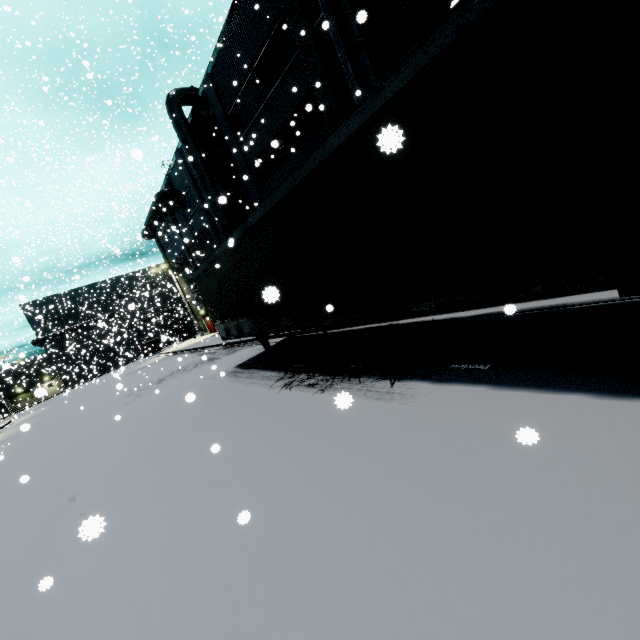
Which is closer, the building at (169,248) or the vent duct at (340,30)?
the vent duct at (340,30)

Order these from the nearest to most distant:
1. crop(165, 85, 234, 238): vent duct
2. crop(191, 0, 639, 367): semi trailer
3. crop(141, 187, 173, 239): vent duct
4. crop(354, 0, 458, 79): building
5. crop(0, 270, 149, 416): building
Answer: crop(191, 0, 639, 367): semi trailer
crop(354, 0, 458, 79): building
crop(165, 85, 234, 238): vent duct
crop(141, 187, 173, 239): vent duct
crop(0, 270, 149, 416): building

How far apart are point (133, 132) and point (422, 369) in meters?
50.5 m

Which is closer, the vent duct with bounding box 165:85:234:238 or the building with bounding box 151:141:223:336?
the vent duct with bounding box 165:85:234:238

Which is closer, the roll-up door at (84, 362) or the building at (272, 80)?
the building at (272, 80)

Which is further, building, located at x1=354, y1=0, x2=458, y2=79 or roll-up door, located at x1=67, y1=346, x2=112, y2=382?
roll-up door, located at x1=67, y1=346, x2=112, y2=382

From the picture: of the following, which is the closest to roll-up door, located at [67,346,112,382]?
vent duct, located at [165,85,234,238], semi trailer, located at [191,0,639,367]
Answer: semi trailer, located at [191,0,639,367]

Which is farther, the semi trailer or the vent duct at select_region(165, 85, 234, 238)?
the vent duct at select_region(165, 85, 234, 238)
